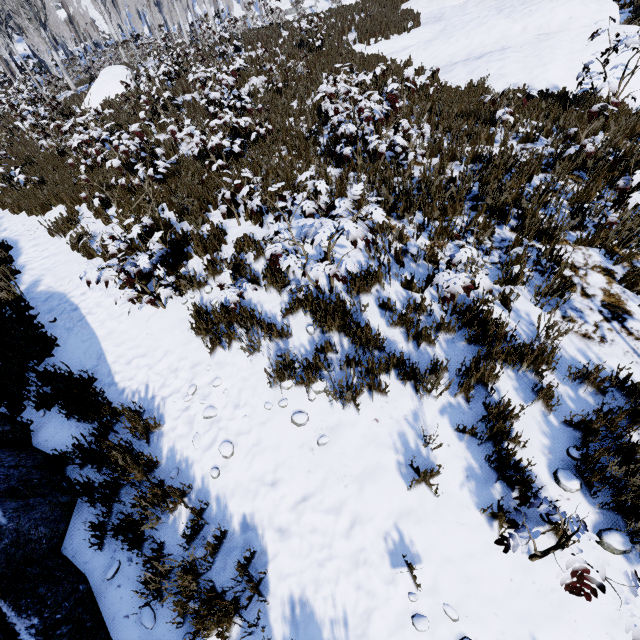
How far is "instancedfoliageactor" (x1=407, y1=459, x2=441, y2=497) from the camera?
2.8m

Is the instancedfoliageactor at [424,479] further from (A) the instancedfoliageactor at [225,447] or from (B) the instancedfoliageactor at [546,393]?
(B) the instancedfoliageactor at [546,393]

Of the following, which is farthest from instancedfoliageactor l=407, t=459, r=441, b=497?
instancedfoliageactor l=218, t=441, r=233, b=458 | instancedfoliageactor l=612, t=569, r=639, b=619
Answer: instancedfoliageactor l=218, t=441, r=233, b=458

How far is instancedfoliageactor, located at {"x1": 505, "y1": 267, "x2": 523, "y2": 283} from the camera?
3.9 meters

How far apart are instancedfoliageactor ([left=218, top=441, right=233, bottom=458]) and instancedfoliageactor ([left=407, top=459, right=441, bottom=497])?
2.1m

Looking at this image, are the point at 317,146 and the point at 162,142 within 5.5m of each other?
no

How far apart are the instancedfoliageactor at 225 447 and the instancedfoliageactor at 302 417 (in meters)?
0.77

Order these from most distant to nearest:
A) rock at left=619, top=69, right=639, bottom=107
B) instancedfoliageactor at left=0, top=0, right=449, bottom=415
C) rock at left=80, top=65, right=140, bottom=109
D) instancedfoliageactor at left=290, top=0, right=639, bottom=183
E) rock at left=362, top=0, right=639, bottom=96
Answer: rock at left=80, top=65, right=140, bottom=109 < rock at left=362, top=0, right=639, bottom=96 < rock at left=619, top=69, right=639, bottom=107 < instancedfoliageactor at left=290, top=0, right=639, bottom=183 < instancedfoliageactor at left=0, top=0, right=449, bottom=415
